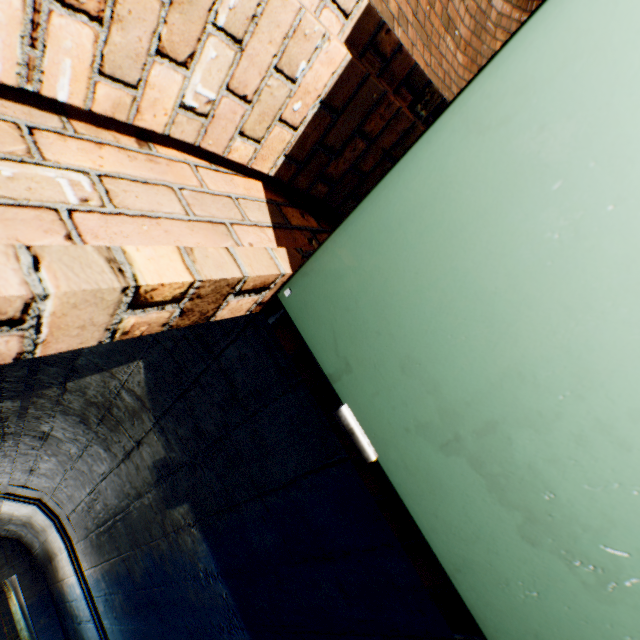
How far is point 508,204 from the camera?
0.49m
